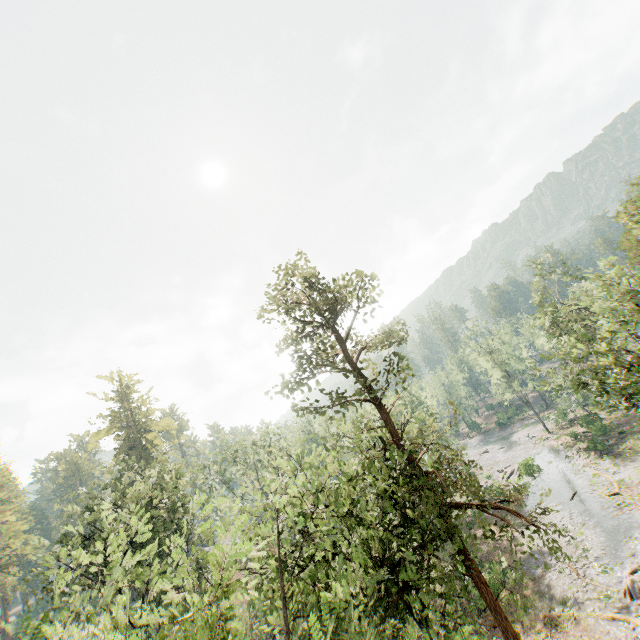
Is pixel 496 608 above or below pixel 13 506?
below

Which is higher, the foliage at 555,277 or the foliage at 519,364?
the foliage at 555,277

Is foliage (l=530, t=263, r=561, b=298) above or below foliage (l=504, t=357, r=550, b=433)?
above

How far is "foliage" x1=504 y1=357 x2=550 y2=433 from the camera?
56.84m

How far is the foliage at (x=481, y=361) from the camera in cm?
Answer: 5869

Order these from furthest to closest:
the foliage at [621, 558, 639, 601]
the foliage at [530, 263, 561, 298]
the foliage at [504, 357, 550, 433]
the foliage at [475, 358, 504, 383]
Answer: the foliage at [475, 358, 504, 383] → the foliage at [504, 357, 550, 433] → the foliage at [530, 263, 561, 298] → the foliage at [621, 558, 639, 601]
